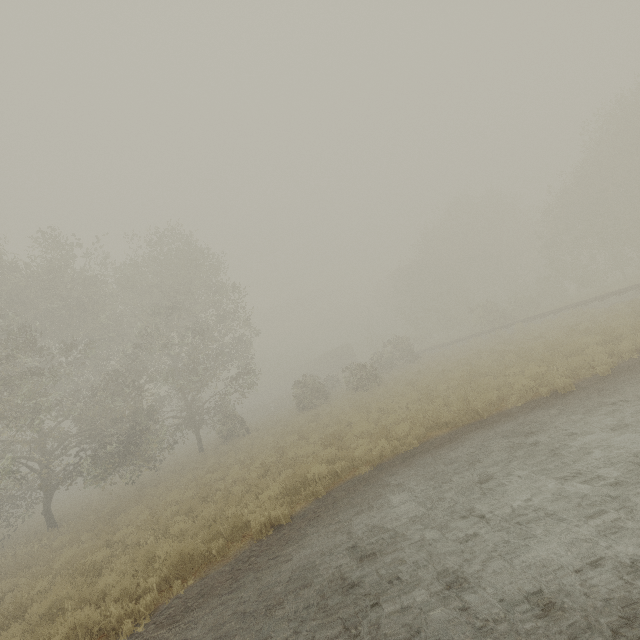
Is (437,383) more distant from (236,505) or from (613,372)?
(236,505)

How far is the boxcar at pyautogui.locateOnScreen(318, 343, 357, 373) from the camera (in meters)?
53.81

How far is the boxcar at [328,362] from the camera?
53.81m
